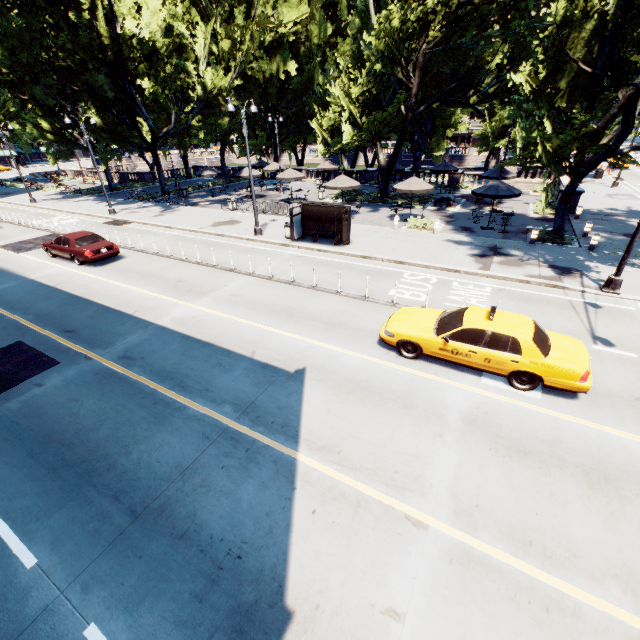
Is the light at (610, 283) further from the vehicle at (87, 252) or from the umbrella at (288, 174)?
the umbrella at (288, 174)

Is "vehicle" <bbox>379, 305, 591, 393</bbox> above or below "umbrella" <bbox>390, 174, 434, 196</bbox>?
below

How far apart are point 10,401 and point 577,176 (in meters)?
24.66

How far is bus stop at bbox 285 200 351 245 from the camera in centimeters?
1777cm

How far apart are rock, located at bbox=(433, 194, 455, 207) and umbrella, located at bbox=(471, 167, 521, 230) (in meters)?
5.40

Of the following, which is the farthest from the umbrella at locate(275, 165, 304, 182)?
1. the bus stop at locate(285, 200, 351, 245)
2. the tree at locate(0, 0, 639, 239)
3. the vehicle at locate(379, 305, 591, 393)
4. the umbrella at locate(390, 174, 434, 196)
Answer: the vehicle at locate(379, 305, 591, 393)

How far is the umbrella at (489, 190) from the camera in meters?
19.2 m

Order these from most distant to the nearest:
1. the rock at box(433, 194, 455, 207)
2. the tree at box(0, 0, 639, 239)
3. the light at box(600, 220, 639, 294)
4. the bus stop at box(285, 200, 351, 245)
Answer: the rock at box(433, 194, 455, 207) → the bus stop at box(285, 200, 351, 245) → the tree at box(0, 0, 639, 239) → the light at box(600, 220, 639, 294)
